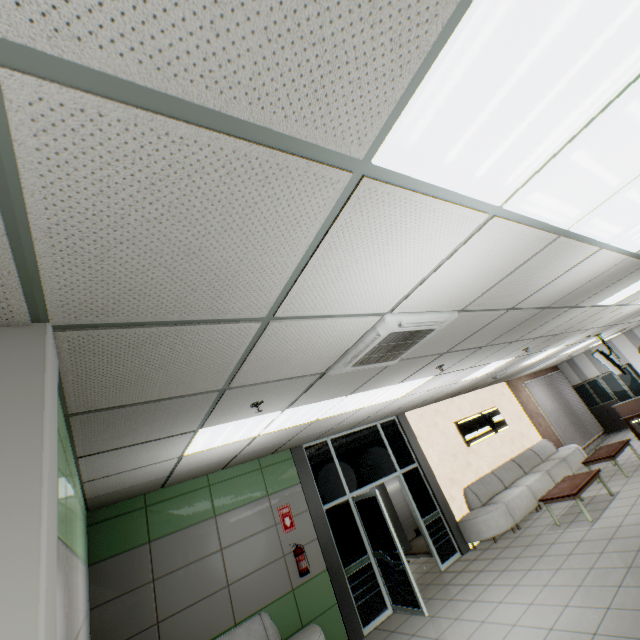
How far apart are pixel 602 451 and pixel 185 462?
10.5m

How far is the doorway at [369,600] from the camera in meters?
5.8

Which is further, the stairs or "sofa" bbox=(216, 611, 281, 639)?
the stairs

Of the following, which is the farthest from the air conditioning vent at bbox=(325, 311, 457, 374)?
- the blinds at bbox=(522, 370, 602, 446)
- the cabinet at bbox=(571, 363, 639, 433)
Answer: the cabinet at bbox=(571, 363, 639, 433)

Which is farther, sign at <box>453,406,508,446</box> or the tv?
sign at <box>453,406,508,446</box>

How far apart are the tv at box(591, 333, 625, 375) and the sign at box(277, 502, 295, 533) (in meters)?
9.23

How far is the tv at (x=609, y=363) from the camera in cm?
876

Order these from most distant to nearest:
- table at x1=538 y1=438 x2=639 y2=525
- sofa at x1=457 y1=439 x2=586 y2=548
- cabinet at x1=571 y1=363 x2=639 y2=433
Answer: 1. cabinet at x1=571 y1=363 x2=639 y2=433
2. sofa at x1=457 y1=439 x2=586 y2=548
3. table at x1=538 y1=438 x2=639 y2=525
